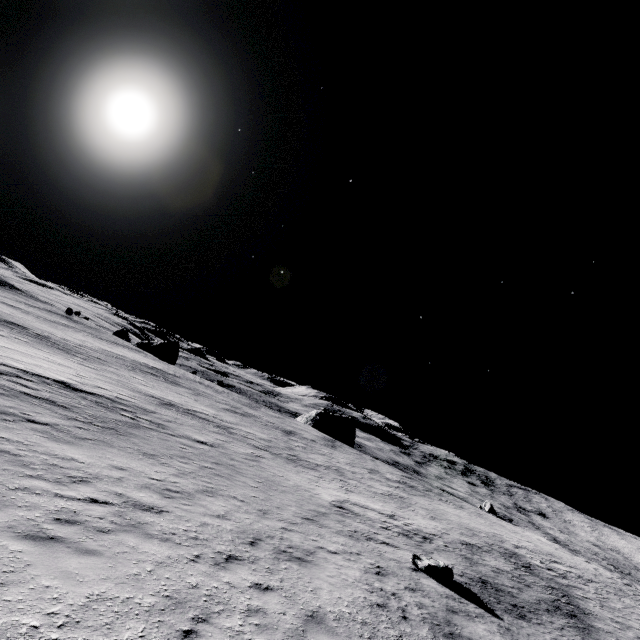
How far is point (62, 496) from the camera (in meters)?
6.80

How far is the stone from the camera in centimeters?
1174cm

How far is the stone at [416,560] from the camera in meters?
11.7 m
